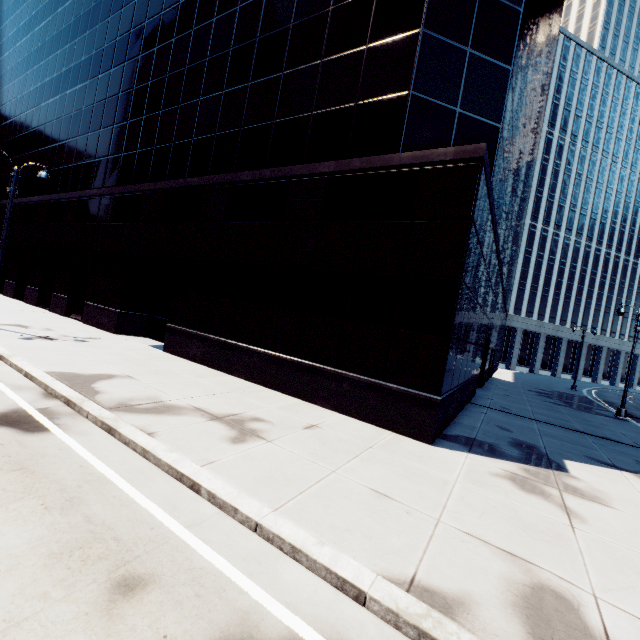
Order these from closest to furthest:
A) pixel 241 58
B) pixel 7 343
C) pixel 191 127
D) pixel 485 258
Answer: pixel 7 343 < pixel 485 258 < pixel 241 58 < pixel 191 127

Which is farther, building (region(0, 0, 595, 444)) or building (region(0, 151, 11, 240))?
building (region(0, 151, 11, 240))

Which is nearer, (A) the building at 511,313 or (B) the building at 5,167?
(A) the building at 511,313
